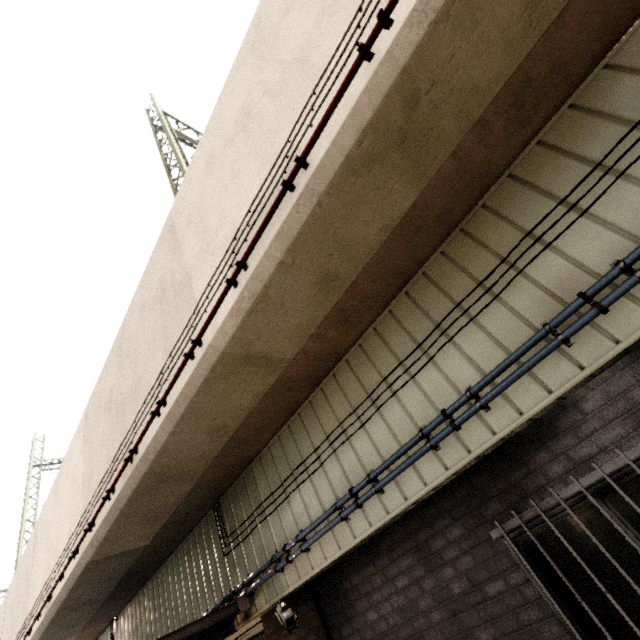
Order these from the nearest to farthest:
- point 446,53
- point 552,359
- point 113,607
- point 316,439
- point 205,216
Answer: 1. point 446,53
2. point 552,359
3. point 205,216
4. point 316,439
5. point 113,607

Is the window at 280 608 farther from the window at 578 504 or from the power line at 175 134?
the power line at 175 134

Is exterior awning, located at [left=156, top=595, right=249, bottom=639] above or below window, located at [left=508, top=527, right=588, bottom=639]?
above

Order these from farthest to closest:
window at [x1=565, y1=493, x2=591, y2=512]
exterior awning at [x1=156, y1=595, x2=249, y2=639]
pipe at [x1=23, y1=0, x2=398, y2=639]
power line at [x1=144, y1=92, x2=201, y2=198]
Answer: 1. power line at [x1=144, y1=92, x2=201, y2=198]
2. exterior awning at [x1=156, y1=595, x2=249, y2=639]
3. window at [x1=565, y1=493, x2=591, y2=512]
4. pipe at [x1=23, y1=0, x2=398, y2=639]

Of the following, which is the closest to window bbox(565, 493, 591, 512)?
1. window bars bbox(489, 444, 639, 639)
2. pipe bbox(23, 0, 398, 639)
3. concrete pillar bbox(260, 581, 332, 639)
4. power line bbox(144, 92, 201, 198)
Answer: window bars bbox(489, 444, 639, 639)

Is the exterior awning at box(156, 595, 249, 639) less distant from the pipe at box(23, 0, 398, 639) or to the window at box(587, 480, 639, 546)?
the pipe at box(23, 0, 398, 639)

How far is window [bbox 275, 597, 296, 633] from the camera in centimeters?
412cm

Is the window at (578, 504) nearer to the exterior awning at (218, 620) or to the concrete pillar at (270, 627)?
the concrete pillar at (270, 627)
